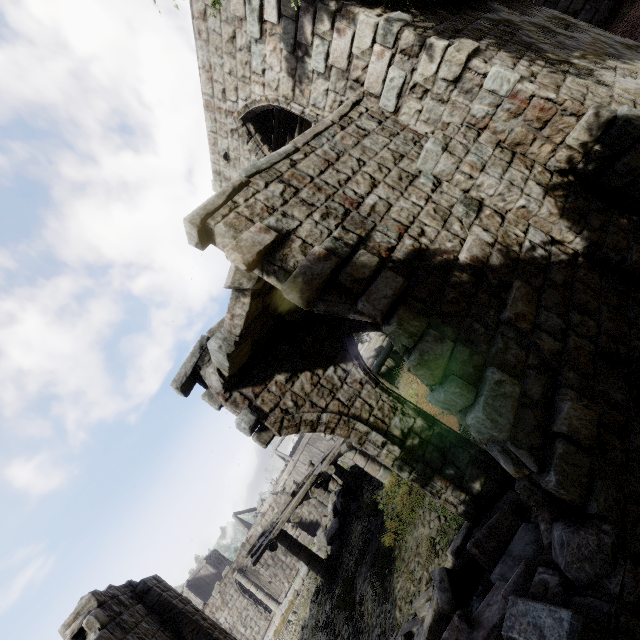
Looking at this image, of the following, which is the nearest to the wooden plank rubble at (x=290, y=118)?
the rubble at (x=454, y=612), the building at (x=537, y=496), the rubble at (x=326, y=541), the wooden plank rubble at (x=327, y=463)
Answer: the building at (x=537, y=496)

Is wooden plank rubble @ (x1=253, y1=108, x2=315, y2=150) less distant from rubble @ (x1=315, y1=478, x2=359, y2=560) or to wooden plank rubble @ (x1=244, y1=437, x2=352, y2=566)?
wooden plank rubble @ (x1=244, y1=437, x2=352, y2=566)

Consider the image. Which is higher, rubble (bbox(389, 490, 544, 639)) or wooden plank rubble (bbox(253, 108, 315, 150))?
wooden plank rubble (bbox(253, 108, 315, 150))

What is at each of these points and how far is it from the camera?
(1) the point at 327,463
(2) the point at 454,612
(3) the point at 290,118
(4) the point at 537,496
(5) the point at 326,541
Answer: (1) wooden plank rubble, 11.61m
(2) rubble, 4.70m
(3) wooden plank rubble, 11.54m
(4) building, 3.50m
(5) rubble, 14.19m

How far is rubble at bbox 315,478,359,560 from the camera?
13.7 meters

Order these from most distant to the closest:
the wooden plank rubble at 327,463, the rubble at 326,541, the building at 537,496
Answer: the rubble at 326,541 → the wooden plank rubble at 327,463 → the building at 537,496

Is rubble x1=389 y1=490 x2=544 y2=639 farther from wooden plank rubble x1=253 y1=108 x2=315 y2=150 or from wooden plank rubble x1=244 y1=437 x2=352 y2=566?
wooden plank rubble x1=253 y1=108 x2=315 y2=150

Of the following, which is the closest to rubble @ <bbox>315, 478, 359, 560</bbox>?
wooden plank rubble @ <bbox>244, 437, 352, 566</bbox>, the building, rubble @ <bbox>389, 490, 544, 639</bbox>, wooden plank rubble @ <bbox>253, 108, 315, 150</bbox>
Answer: the building
